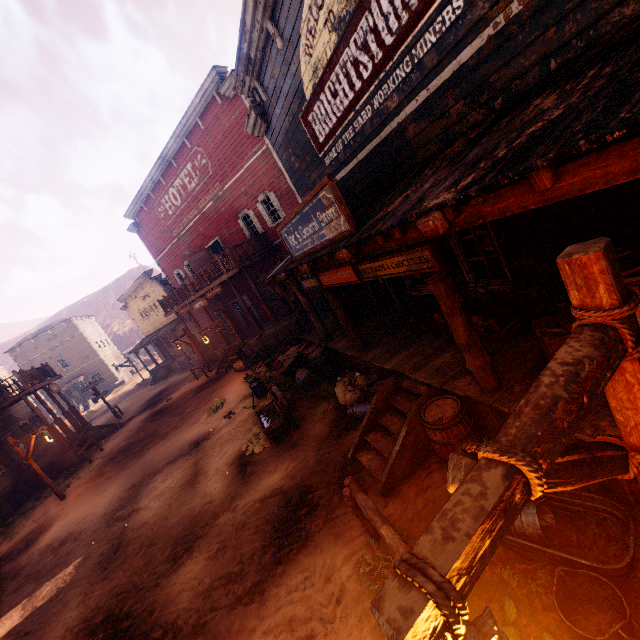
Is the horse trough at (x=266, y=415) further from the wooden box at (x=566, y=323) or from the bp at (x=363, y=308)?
the wooden box at (x=566, y=323)

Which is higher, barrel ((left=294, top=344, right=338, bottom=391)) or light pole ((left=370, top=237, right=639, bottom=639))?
light pole ((left=370, top=237, right=639, bottom=639))

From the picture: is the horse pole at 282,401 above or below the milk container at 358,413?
above

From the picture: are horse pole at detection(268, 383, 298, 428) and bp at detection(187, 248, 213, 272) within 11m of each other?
no

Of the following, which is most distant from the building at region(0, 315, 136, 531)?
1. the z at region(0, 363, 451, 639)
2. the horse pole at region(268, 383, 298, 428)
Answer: the horse pole at region(268, 383, 298, 428)

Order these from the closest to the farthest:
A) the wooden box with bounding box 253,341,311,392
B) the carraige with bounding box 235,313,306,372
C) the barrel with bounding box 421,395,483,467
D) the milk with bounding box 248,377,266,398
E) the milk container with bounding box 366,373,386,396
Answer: the barrel with bounding box 421,395,483,467
the milk container with bounding box 366,373,386,396
the wooden box with bounding box 253,341,311,392
the milk with bounding box 248,377,266,398
the carraige with bounding box 235,313,306,372

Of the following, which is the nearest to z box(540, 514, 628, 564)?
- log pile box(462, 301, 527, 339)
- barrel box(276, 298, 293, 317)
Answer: barrel box(276, 298, 293, 317)

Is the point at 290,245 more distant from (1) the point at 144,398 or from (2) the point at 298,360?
(1) the point at 144,398
